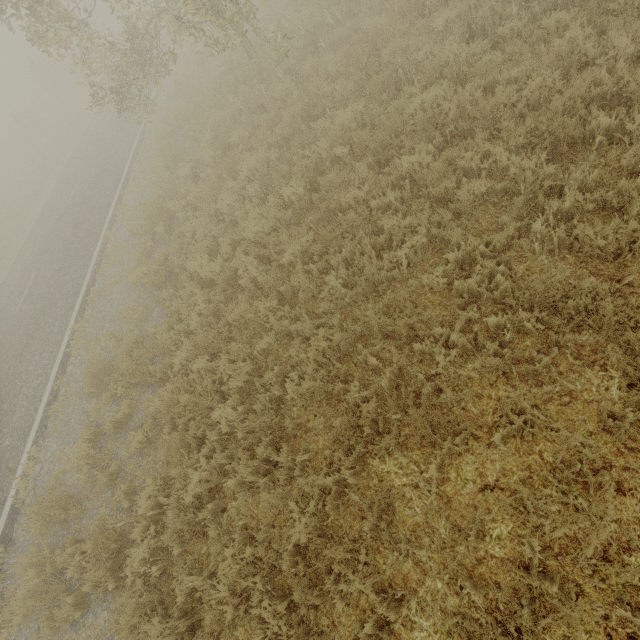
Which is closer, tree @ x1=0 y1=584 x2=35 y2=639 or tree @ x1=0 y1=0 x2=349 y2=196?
tree @ x1=0 y1=584 x2=35 y2=639

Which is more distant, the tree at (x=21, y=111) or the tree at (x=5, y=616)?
the tree at (x=21, y=111)

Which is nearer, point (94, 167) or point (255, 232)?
point (255, 232)
